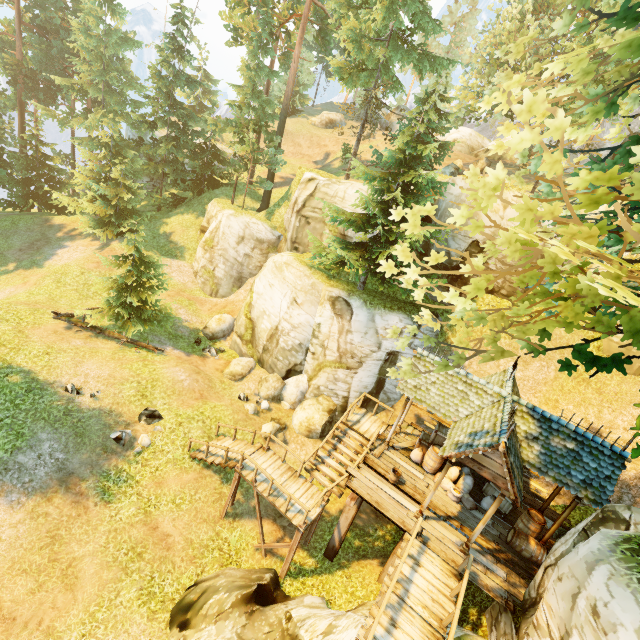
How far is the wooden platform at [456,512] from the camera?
11.3 meters

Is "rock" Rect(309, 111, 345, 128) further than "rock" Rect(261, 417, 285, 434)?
Yes

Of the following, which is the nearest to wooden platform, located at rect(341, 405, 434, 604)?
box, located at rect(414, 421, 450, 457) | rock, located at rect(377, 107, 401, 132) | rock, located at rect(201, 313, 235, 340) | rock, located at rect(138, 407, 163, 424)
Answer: box, located at rect(414, 421, 450, 457)

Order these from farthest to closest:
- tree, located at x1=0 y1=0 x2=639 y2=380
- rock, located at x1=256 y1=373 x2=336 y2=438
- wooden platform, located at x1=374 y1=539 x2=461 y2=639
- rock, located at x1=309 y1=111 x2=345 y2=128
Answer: rock, located at x1=309 y1=111 x2=345 y2=128 < rock, located at x1=256 y1=373 x2=336 y2=438 < wooden platform, located at x1=374 y1=539 x2=461 y2=639 < tree, located at x1=0 y1=0 x2=639 y2=380

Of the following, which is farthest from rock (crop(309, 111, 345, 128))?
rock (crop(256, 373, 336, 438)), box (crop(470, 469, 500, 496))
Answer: box (crop(470, 469, 500, 496))

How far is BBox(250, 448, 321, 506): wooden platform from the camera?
12.5 meters

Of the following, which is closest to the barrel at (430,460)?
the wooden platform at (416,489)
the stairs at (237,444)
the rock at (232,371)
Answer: the wooden platform at (416,489)

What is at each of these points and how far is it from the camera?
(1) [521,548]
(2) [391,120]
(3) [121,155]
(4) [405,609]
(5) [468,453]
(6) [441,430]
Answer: (1) barrel, 10.8 meters
(2) rock, 51.8 meters
(3) tree, 29.1 meters
(4) wooden platform, 8.7 meters
(5) building, 9.4 meters
(6) box, 13.7 meters
